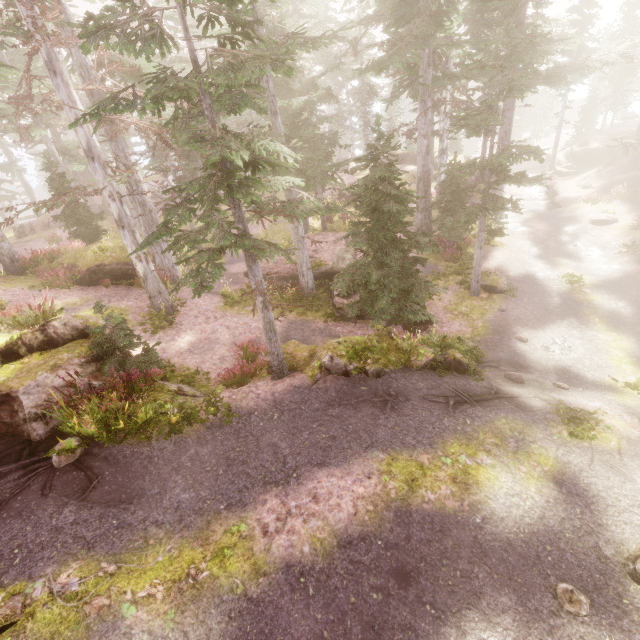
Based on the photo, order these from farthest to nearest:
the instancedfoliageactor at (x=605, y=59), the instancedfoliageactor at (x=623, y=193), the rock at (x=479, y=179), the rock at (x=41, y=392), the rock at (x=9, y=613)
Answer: the rock at (x=479, y=179) → the instancedfoliageactor at (x=623, y=193) → the rock at (x=41, y=392) → the instancedfoliageactor at (x=605, y=59) → the rock at (x=9, y=613)

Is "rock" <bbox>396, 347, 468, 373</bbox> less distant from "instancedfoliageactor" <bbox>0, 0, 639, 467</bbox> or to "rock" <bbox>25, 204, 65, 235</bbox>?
"instancedfoliageactor" <bbox>0, 0, 639, 467</bbox>

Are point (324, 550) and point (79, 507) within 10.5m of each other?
yes

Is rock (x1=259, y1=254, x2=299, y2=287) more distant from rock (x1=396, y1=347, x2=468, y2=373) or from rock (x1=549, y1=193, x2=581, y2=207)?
rock (x1=549, y1=193, x2=581, y2=207)

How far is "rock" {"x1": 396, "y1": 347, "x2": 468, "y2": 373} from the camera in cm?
1056

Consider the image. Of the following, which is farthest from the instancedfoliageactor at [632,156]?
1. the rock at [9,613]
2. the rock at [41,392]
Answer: the rock at [9,613]

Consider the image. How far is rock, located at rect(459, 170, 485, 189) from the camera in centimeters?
2863cm

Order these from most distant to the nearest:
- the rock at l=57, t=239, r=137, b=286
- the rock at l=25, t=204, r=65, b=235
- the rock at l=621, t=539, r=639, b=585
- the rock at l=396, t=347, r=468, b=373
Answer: the rock at l=25, t=204, r=65, b=235 → the rock at l=57, t=239, r=137, b=286 → the rock at l=396, t=347, r=468, b=373 → the rock at l=621, t=539, r=639, b=585
